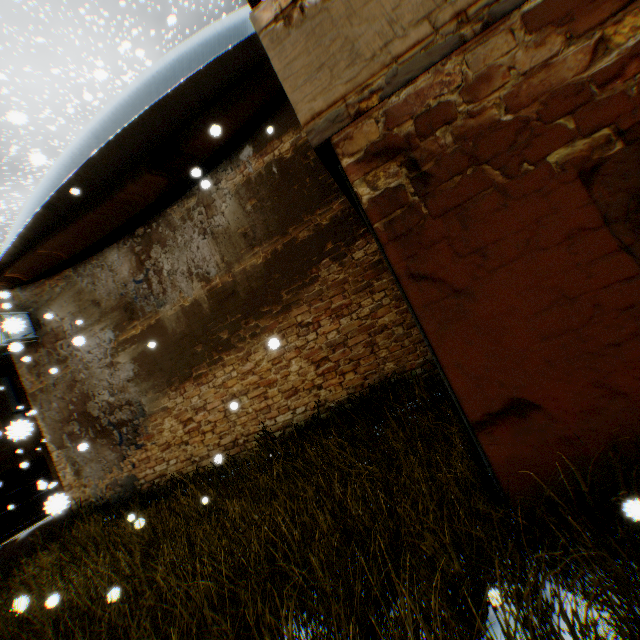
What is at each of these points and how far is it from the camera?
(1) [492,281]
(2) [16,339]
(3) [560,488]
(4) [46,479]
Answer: (1) building, 2.36m
(2) air conditioner, 8.33m
(3) building, 2.31m
(4) wooden gate, 15.70m

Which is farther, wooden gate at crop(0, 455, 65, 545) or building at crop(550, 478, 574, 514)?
wooden gate at crop(0, 455, 65, 545)

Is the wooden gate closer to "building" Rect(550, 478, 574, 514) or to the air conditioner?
"building" Rect(550, 478, 574, 514)

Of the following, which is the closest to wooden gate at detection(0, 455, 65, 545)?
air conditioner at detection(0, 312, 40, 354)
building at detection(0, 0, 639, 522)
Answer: building at detection(0, 0, 639, 522)

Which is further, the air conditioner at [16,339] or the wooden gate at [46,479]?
the wooden gate at [46,479]

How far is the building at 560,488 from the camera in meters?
2.3
